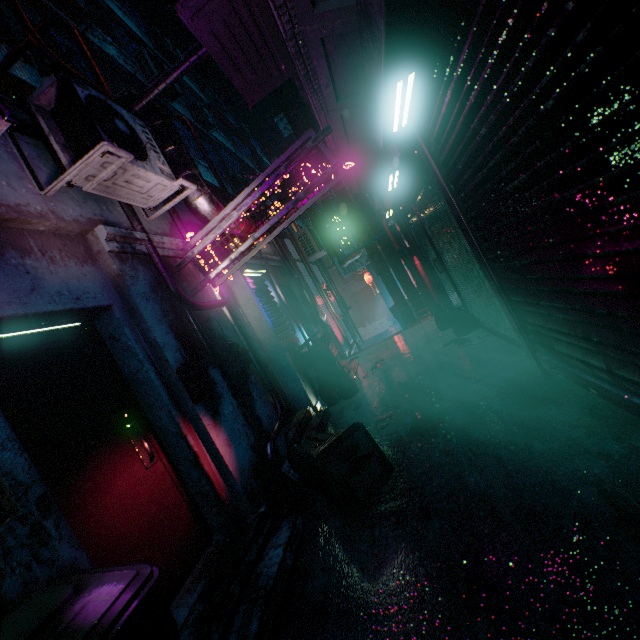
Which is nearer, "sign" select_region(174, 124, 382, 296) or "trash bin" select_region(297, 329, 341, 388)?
"sign" select_region(174, 124, 382, 296)

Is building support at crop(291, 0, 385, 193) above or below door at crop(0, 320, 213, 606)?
above

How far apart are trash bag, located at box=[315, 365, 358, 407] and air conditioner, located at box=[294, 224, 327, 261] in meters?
5.3

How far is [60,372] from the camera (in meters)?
2.22

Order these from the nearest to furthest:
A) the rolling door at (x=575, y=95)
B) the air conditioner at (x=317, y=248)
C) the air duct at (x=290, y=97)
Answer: the rolling door at (x=575, y=95), the air duct at (x=290, y=97), the air conditioner at (x=317, y=248)

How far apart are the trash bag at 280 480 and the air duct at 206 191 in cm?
269

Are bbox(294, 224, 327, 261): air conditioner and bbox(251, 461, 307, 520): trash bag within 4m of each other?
no

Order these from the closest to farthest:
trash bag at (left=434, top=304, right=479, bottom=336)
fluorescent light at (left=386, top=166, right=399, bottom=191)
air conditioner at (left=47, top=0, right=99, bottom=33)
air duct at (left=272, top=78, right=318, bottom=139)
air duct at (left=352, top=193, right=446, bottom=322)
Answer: fluorescent light at (left=386, top=166, right=399, bottom=191), air duct at (left=272, top=78, right=318, bottom=139), trash bag at (left=434, top=304, right=479, bottom=336), air conditioner at (left=47, top=0, right=99, bottom=33), air duct at (left=352, top=193, right=446, bottom=322)
